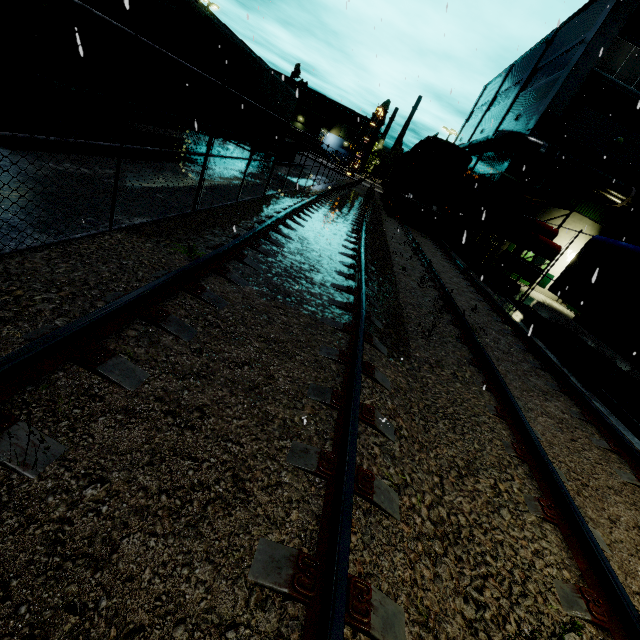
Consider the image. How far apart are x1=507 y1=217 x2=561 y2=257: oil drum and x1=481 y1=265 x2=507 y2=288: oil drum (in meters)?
1.36

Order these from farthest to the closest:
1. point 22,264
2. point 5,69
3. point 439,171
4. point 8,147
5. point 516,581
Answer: point 439,171 → point 8,147 → point 5,69 → point 22,264 → point 516,581

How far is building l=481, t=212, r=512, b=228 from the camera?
20.20m

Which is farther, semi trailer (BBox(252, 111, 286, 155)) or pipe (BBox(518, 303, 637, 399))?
semi trailer (BBox(252, 111, 286, 155))

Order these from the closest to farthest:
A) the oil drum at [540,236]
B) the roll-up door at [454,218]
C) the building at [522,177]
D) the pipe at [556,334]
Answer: the pipe at [556,334]
the oil drum at [540,236]
the building at [522,177]
the roll-up door at [454,218]

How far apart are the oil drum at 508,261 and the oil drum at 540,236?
0.4m

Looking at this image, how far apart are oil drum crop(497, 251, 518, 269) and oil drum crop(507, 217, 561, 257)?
0.4m

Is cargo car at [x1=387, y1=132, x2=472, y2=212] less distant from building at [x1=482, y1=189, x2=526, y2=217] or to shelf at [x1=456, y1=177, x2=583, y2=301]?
building at [x1=482, y1=189, x2=526, y2=217]
